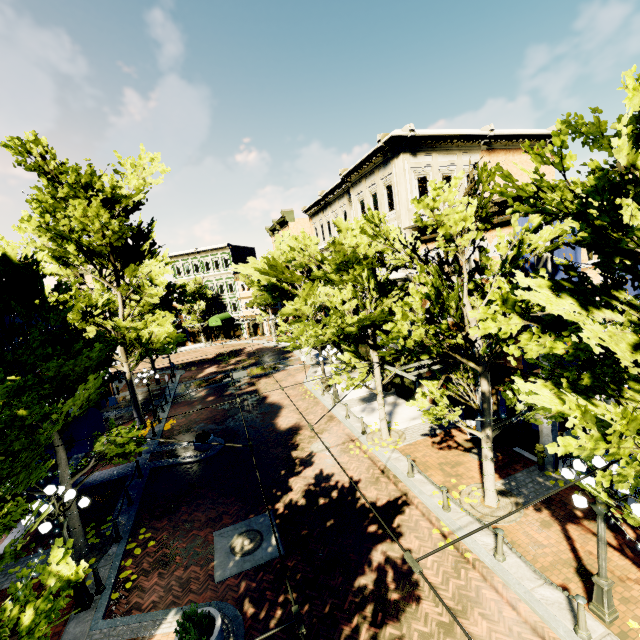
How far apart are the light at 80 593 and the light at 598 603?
11.70m

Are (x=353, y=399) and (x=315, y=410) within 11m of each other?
yes

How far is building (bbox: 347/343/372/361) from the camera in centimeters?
2300cm

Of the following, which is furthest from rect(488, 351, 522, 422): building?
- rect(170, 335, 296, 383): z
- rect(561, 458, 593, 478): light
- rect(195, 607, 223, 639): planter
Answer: rect(195, 607, 223, 639): planter

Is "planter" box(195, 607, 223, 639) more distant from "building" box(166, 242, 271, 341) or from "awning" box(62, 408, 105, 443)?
"building" box(166, 242, 271, 341)

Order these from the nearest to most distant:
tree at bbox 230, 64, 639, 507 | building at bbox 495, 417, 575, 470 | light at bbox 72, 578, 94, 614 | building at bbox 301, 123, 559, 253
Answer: tree at bbox 230, 64, 639, 507, light at bbox 72, 578, 94, 614, building at bbox 495, 417, 575, 470, building at bbox 301, 123, 559, 253

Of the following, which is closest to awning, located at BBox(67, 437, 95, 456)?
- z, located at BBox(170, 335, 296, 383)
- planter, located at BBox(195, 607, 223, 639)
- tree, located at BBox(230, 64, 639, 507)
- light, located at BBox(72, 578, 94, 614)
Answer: tree, located at BBox(230, 64, 639, 507)

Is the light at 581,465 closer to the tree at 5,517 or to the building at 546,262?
the tree at 5,517
